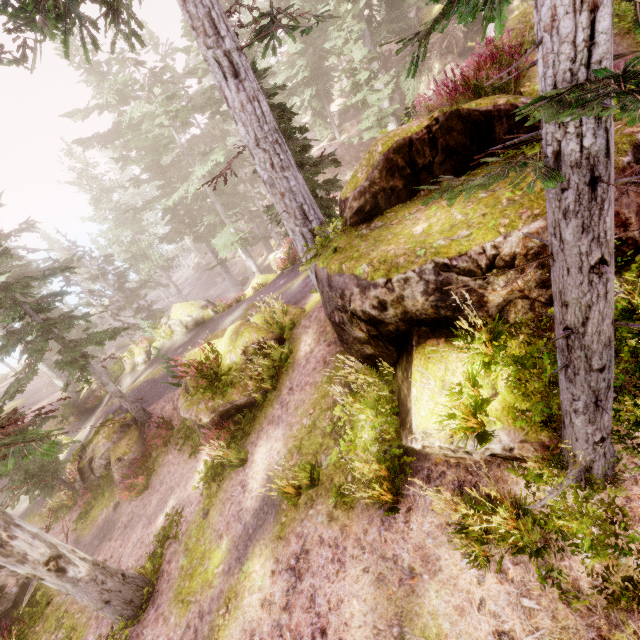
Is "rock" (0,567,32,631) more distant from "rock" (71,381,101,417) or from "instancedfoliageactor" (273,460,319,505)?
"rock" (71,381,101,417)

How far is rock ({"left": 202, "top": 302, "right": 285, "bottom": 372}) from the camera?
10.16m

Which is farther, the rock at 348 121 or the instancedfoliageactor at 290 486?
the instancedfoliageactor at 290 486

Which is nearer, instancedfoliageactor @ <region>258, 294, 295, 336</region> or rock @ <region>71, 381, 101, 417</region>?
instancedfoliageactor @ <region>258, 294, 295, 336</region>

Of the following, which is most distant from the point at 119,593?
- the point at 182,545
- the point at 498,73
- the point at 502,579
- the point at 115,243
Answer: the point at 115,243

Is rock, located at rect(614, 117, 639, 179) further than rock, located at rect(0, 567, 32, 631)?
No

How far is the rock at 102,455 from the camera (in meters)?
14.01
